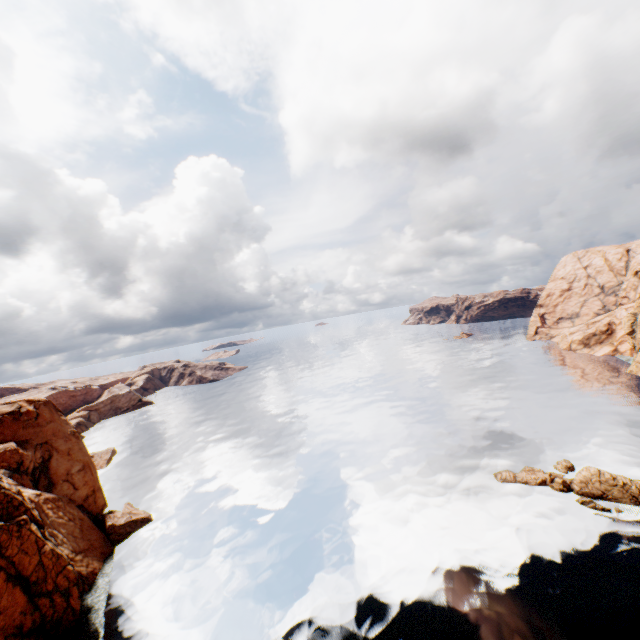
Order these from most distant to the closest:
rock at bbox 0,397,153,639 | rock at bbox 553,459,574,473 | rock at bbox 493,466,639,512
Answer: rock at bbox 553,459,574,473
rock at bbox 493,466,639,512
rock at bbox 0,397,153,639

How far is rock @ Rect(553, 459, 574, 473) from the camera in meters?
Answer: 38.8 m

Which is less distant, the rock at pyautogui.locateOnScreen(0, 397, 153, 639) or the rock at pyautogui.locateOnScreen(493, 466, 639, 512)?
the rock at pyautogui.locateOnScreen(0, 397, 153, 639)

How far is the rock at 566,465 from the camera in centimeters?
3876cm

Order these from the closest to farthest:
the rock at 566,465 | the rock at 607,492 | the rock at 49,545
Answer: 1. the rock at 49,545
2. the rock at 607,492
3. the rock at 566,465

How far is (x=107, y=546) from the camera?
39.4 meters
